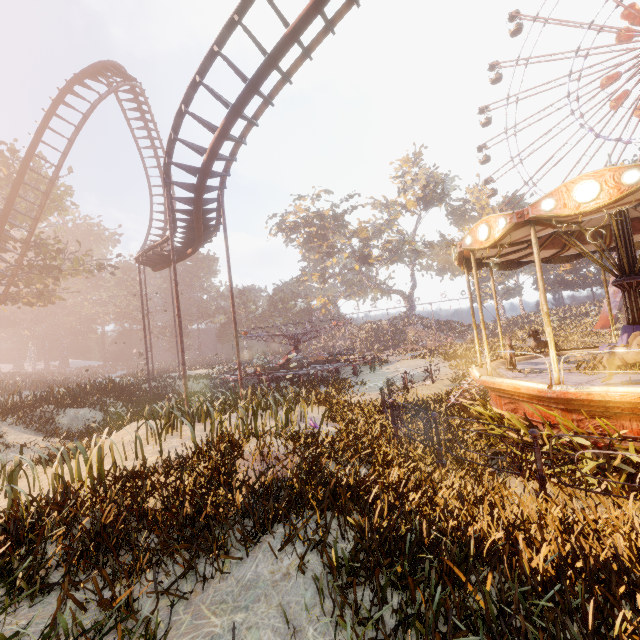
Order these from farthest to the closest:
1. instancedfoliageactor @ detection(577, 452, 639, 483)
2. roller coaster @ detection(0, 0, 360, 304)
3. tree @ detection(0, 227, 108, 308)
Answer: tree @ detection(0, 227, 108, 308) < roller coaster @ detection(0, 0, 360, 304) < instancedfoliageactor @ detection(577, 452, 639, 483)

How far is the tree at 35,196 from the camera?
23.8m

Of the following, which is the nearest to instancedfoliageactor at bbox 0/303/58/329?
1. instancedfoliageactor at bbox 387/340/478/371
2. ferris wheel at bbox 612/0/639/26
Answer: instancedfoliageactor at bbox 387/340/478/371

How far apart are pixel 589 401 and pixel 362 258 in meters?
46.6

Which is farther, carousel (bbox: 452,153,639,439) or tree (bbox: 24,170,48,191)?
tree (bbox: 24,170,48,191)

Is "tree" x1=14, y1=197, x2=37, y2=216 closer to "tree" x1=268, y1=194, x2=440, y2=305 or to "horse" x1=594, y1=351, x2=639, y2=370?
"horse" x1=594, y1=351, x2=639, y2=370

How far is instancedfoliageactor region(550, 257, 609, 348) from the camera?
26.9m

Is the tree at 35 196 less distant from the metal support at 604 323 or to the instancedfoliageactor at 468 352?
the instancedfoliageactor at 468 352
